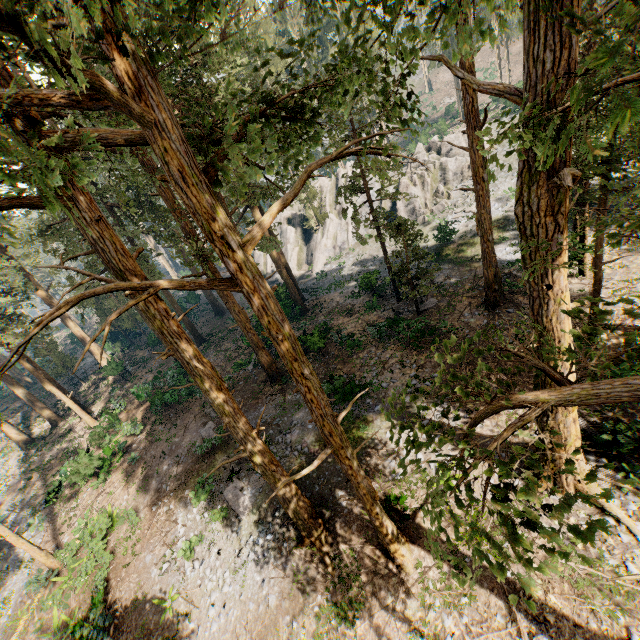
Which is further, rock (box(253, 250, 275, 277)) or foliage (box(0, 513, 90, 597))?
rock (box(253, 250, 275, 277))

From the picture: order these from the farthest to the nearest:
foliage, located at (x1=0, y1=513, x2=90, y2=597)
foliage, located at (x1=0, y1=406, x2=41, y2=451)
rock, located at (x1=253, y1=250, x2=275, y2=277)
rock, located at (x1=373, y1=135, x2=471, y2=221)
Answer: rock, located at (x1=253, y1=250, x2=275, y2=277)
rock, located at (x1=373, y1=135, x2=471, y2=221)
foliage, located at (x1=0, y1=406, x2=41, y2=451)
foliage, located at (x1=0, y1=513, x2=90, y2=597)

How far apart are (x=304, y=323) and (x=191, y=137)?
22.2m

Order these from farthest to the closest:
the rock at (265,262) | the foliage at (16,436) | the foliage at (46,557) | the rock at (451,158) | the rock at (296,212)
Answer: the rock at (265,262) → the rock at (296,212) → the rock at (451,158) → the foliage at (16,436) → the foliage at (46,557)

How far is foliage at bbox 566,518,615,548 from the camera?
2.7 meters

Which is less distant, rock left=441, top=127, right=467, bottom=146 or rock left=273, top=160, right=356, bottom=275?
rock left=441, top=127, right=467, bottom=146

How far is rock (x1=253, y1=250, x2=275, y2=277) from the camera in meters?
43.9

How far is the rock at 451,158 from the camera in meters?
35.5
